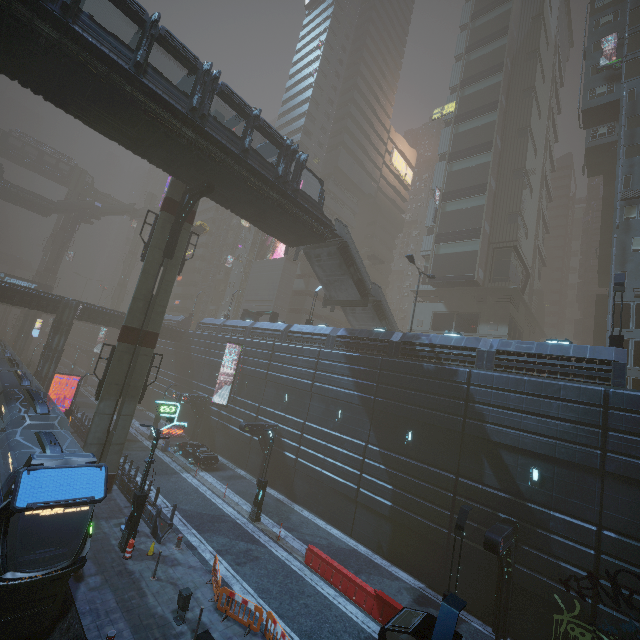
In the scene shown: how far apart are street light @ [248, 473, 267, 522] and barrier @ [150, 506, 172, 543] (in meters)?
4.73

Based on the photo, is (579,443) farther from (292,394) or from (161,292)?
(161,292)

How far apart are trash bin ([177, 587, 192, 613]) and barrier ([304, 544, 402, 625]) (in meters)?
6.82

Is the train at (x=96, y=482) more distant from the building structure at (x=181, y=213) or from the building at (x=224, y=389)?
the building structure at (x=181, y=213)

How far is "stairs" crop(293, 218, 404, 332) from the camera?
27.0m

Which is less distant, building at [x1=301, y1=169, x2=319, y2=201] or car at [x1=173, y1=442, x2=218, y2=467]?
car at [x1=173, y1=442, x2=218, y2=467]

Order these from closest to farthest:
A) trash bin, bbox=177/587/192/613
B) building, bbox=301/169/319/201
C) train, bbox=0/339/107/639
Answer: train, bbox=0/339/107/639
trash bin, bbox=177/587/192/613
building, bbox=301/169/319/201

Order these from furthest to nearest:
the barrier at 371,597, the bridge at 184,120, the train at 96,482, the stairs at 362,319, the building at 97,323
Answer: the building at 97,323 → the stairs at 362,319 → the barrier at 371,597 → the bridge at 184,120 → the train at 96,482
